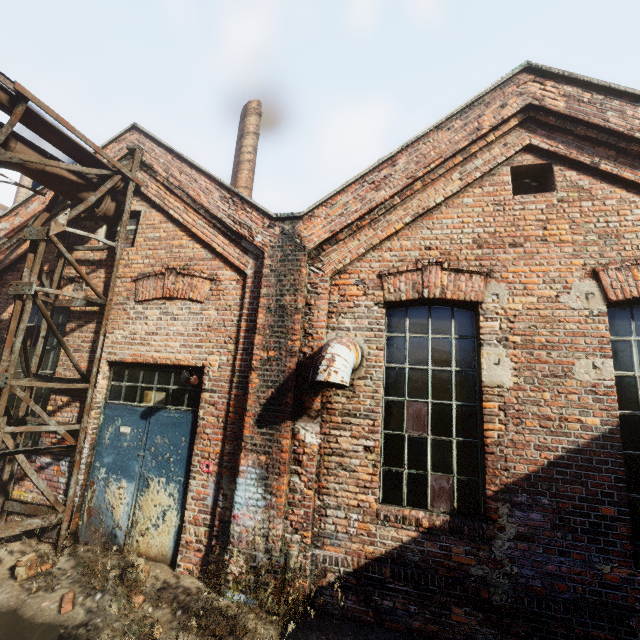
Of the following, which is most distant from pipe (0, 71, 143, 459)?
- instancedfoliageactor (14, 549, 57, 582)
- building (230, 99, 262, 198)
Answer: building (230, 99, 262, 198)

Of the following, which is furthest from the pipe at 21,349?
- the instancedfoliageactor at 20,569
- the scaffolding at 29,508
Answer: the instancedfoliageactor at 20,569

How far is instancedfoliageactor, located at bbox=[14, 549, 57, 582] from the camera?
4.1 meters

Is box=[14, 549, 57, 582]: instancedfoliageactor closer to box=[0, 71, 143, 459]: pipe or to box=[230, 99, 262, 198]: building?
box=[0, 71, 143, 459]: pipe

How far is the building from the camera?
8.32m

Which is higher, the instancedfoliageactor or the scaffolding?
the scaffolding

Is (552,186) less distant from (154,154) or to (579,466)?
(579,466)

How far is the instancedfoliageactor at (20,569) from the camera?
4.1m
